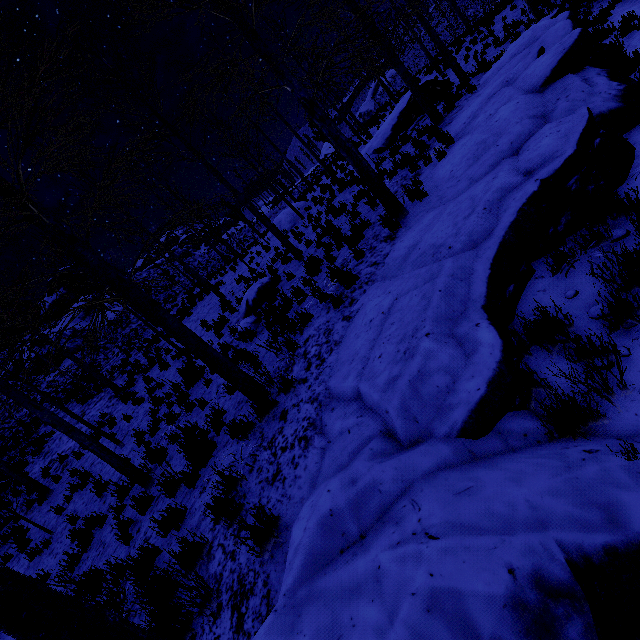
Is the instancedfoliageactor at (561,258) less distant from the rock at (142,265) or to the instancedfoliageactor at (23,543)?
the instancedfoliageactor at (23,543)

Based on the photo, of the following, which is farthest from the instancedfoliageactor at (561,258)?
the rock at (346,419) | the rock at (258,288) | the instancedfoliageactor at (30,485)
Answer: the instancedfoliageactor at (30,485)

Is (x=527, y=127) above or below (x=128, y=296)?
below

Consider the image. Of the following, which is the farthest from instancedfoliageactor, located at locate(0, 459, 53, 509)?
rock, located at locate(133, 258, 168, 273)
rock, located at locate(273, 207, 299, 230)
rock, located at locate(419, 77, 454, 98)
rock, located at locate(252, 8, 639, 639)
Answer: rock, located at locate(133, 258, 168, 273)

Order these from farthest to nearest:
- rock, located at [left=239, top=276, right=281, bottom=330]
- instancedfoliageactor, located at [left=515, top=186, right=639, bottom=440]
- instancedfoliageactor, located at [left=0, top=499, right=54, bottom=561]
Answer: rock, located at [left=239, top=276, right=281, bottom=330]
instancedfoliageactor, located at [left=0, top=499, right=54, bottom=561]
instancedfoliageactor, located at [left=515, top=186, right=639, bottom=440]

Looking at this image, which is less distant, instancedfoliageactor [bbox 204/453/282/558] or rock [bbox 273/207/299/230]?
instancedfoliageactor [bbox 204/453/282/558]

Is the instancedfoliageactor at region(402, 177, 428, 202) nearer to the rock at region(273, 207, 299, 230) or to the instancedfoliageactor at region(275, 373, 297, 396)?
the instancedfoliageactor at region(275, 373, 297, 396)

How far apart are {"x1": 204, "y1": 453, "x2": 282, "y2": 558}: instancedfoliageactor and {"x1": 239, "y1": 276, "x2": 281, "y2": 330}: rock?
6.88m
